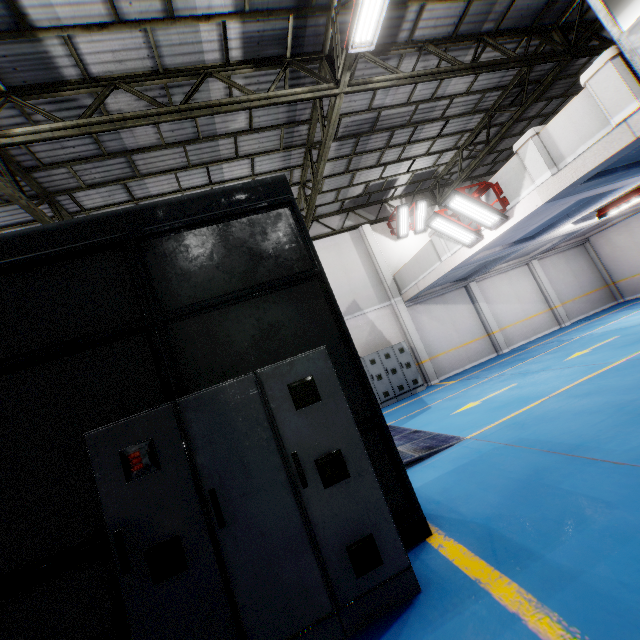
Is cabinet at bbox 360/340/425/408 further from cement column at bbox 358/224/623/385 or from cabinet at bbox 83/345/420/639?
cabinet at bbox 83/345/420/639

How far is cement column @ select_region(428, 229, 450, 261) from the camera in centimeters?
1094cm

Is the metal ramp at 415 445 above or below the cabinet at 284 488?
below

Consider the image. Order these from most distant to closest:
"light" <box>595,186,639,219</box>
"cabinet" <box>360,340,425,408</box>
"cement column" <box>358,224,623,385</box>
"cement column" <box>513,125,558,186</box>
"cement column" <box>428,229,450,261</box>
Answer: "cement column" <box>358,224,623,385</box> < "cabinet" <box>360,340,425,408</box> < "cement column" <box>428,229,450,261</box> < "light" <box>595,186,639,219</box> < "cement column" <box>513,125,558,186</box>

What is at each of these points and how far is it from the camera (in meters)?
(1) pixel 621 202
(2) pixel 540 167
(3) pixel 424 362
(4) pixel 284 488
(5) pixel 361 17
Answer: (1) light, 10.77
(2) cement column, 7.18
(3) cement column, 14.11
(4) cabinet, 2.65
(5) light, 5.86

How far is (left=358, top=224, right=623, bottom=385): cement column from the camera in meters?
14.3

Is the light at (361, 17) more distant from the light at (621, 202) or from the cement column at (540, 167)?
the light at (621, 202)

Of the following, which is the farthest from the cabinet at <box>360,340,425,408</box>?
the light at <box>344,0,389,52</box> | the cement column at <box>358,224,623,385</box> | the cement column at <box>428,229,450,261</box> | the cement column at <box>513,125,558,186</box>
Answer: the light at <box>344,0,389,52</box>
